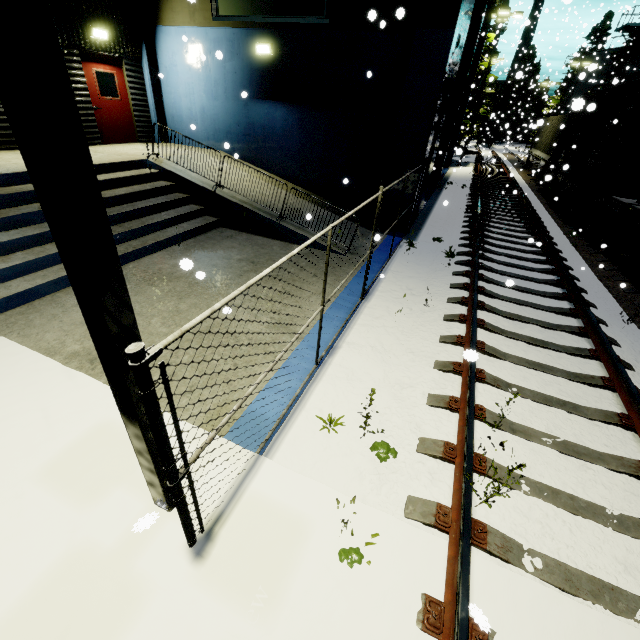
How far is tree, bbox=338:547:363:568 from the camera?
2.58m

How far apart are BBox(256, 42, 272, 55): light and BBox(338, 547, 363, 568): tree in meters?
12.0 m

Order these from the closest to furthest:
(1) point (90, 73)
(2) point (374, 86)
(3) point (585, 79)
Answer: (2) point (374, 86) < (1) point (90, 73) < (3) point (585, 79)

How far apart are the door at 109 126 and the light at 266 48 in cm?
475

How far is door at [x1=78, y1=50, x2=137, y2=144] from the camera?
9.9 meters

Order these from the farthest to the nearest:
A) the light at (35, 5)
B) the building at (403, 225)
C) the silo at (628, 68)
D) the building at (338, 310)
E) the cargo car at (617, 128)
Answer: the silo at (628, 68)
the cargo car at (617, 128)
the building at (403, 225)
the building at (338, 310)
the light at (35, 5)

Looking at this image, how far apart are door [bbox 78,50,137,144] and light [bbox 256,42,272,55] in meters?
4.8 m

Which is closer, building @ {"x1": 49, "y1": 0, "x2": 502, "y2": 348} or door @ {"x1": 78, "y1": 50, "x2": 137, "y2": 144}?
building @ {"x1": 49, "y1": 0, "x2": 502, "y2": 348}
